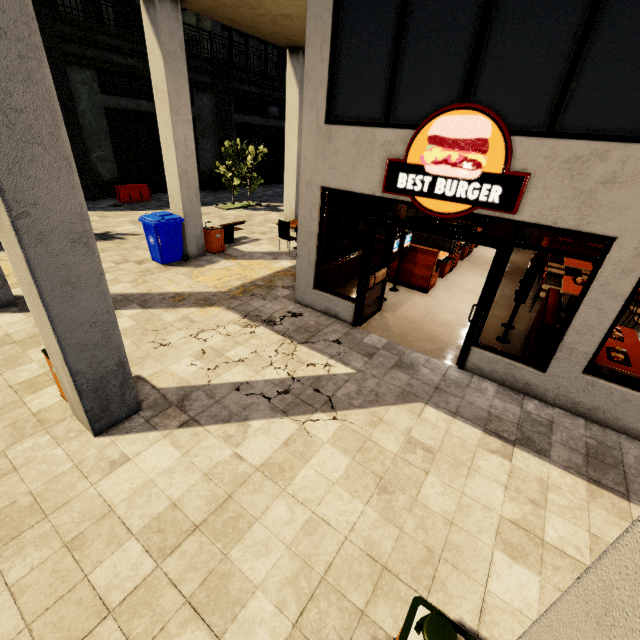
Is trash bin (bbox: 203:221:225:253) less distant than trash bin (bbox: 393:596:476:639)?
No

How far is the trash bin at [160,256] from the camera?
8.5m

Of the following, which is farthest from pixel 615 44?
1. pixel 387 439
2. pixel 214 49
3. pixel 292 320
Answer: pixel 214 49

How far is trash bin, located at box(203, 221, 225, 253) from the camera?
10.0m

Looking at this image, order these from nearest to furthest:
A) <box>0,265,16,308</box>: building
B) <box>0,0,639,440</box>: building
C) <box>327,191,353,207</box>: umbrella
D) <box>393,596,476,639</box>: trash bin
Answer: <box>393,596,476,639</box>: trash bin < <box>0,0,639,440</box>: building < <box>0,265,16,308</box>: building < <box>327,191,353,207</box>: umbrella

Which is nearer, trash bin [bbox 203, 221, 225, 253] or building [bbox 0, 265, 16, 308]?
building [bbox 0, 265, 16, 308]

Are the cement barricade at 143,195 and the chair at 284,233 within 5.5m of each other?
no

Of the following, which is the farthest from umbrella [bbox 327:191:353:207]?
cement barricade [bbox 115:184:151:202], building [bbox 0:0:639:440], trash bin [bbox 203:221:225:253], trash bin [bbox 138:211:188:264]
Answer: cement barricade [bbox 115:184:151:202]
